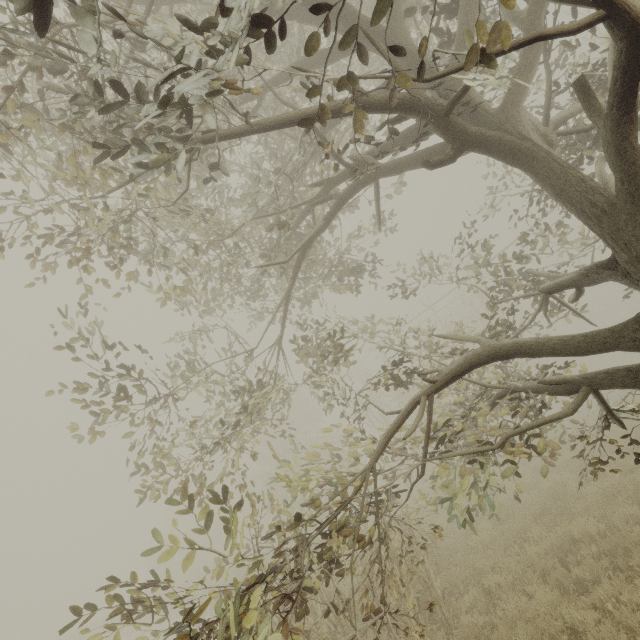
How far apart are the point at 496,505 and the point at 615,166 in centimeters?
1264cm

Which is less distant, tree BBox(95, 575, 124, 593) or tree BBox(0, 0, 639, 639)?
tree BBox(0, 0, 639, 639)

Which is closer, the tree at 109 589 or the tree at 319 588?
the tree at 319 588

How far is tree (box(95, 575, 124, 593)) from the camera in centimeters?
319cm

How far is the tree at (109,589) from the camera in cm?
319
